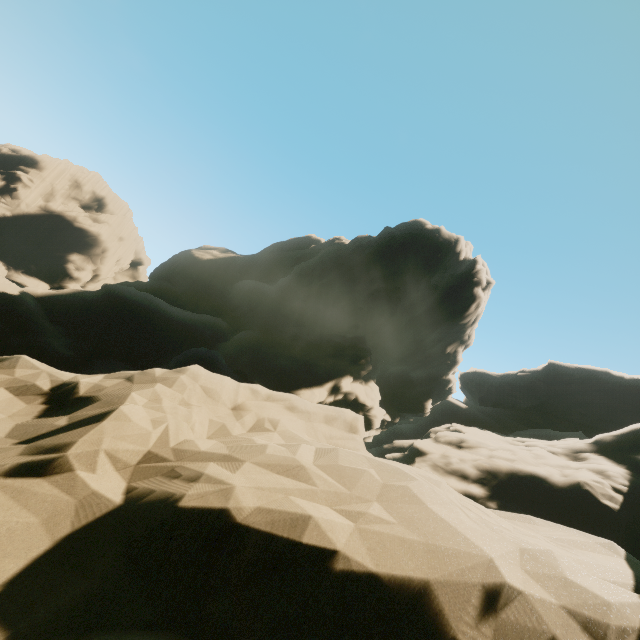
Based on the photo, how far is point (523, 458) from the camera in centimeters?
2472cm
